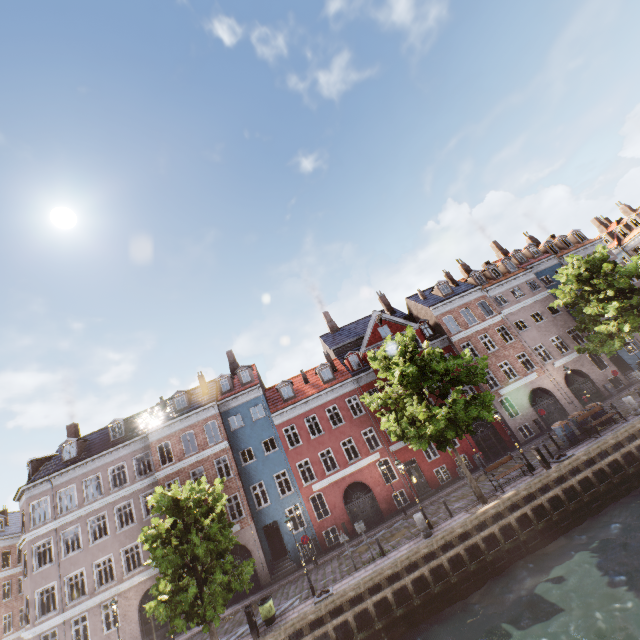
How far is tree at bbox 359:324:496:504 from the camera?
16.4m

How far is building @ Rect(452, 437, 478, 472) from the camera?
26.2m

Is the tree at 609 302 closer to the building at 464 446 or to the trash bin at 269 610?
the trash bin at 269 610

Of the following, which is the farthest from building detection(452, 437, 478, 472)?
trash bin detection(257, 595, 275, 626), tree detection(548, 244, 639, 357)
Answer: trash bin detection(257, 595, 275, 626)

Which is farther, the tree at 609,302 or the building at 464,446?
the building at 464,446

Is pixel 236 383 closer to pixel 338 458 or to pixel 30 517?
pixel 338 458

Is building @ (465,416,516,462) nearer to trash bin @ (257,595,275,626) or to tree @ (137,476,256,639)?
tree @ (137,476,256,639)

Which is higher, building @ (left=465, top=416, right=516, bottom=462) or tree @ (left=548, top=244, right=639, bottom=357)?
tree @ (left=548, top=244, right=639, bottom=357)
